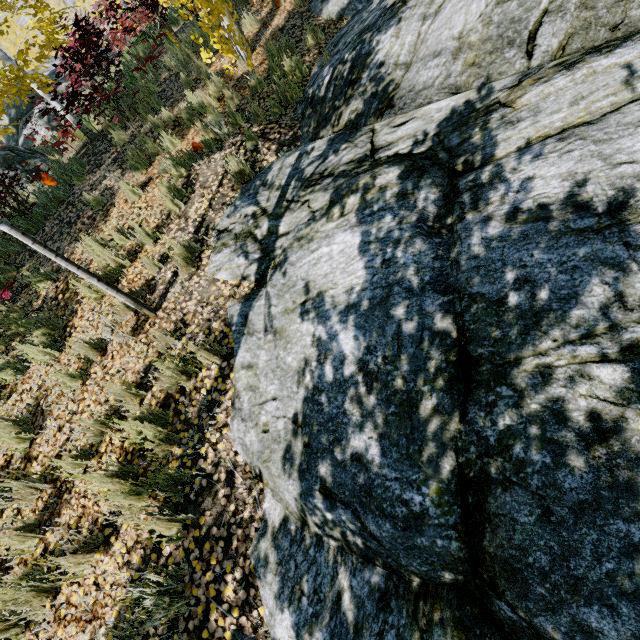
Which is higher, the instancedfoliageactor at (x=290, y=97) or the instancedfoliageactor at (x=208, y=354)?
the instancedfoliageactor at (x=290, y=97)

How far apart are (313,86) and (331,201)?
3.1 meters

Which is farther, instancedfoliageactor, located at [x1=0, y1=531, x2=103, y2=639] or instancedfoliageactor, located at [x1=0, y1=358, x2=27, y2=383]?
instancedfoliageactor, located at [x1=0, y1=358, x2=27, y2=383]

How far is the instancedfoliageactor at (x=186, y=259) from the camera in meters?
4.1 m

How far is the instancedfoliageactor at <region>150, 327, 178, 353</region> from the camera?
A: 3.6m

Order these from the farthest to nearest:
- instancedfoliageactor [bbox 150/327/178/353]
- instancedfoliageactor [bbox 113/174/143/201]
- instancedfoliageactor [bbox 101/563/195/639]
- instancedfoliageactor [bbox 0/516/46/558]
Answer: instancedfoliageactor [bbox 113/174/143/201], instancedfoliageactor [bbox 150/327/178/353], instancedfoliageactor [bbox 0/516/46/558], instancedfoliageactor [bbox 101/563/195/639]
